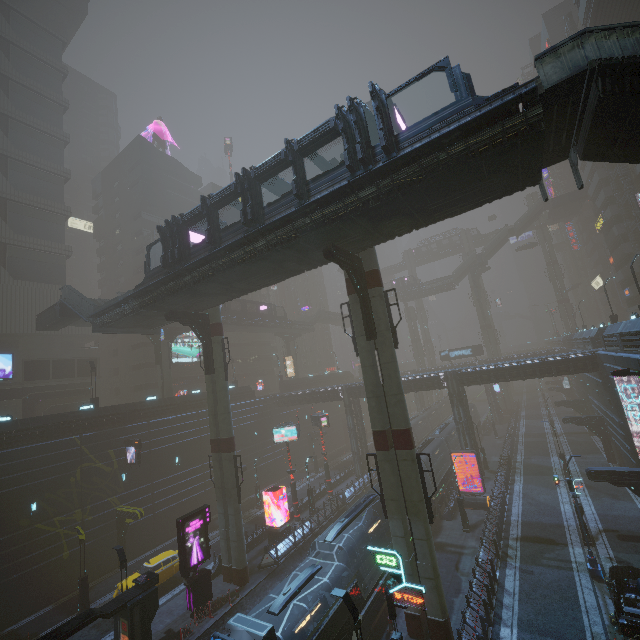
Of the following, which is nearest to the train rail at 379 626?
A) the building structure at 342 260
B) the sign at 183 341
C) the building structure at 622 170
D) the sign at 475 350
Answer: the sign at 475 350

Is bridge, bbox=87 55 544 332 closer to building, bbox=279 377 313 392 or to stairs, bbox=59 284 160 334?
stairs, bbox=59 284 160 334

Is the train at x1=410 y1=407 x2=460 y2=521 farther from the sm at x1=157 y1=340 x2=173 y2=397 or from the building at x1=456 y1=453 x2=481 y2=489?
the sm at x1=157 y1=340 x2=173 y2=397

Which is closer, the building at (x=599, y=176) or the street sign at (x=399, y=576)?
the street sign at (x=399, y=576)

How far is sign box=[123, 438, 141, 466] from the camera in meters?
29.3

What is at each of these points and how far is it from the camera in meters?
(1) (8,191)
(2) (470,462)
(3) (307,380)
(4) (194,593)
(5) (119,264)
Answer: (1) building, 40.2 m
(2) building, 35.9 m
(3) building, 59.1 m
(4) sign, 20.2 m
(5) building, 54.6 m

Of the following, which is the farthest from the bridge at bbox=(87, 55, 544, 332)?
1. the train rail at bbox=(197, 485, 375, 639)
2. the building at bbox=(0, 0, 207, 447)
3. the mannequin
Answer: the mannequin

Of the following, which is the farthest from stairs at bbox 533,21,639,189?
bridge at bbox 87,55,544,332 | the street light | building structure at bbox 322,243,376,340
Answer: the street light
